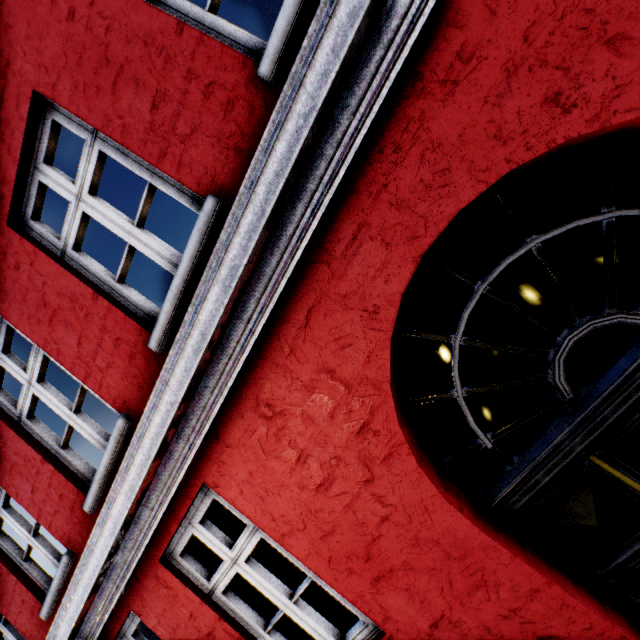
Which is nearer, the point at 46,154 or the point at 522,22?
the point at 522,22
